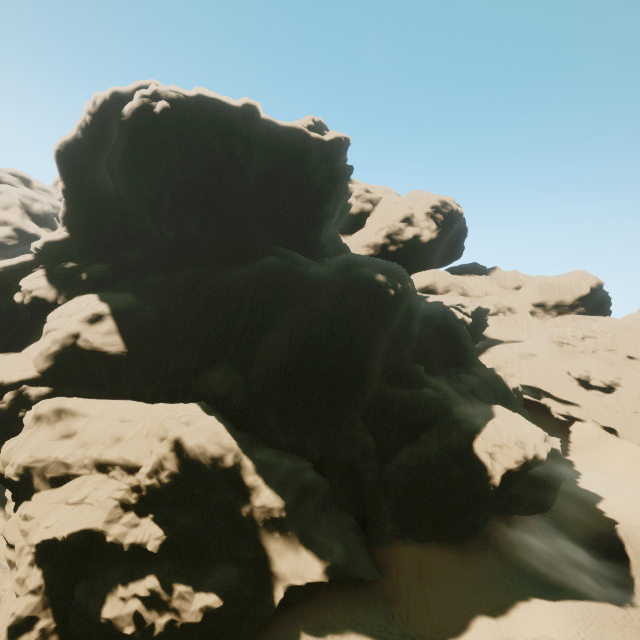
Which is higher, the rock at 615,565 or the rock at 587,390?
the rock at 587,390

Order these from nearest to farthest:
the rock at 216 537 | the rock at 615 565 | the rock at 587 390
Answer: the rock at 216 537
the rock at 615 565
the rock at 587 390

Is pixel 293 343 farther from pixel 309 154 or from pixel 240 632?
pixel 309 154

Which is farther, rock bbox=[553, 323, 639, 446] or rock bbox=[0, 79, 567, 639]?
rock bbox=[553, 323, 639, 446]

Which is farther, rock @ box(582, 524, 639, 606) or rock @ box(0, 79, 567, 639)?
rock @ box(582, 524, 639, 606)

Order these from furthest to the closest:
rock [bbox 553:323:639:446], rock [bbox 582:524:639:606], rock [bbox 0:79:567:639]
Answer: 1. rock [bbox 553:323:639:446]
2. rock [bbox 582:524:639:606]
3. rock [bbox 0:79:567:639]

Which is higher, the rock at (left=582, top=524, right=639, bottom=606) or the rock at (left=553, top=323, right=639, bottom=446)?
the rock at (left=553, top=323, right=639, bottom=446)
